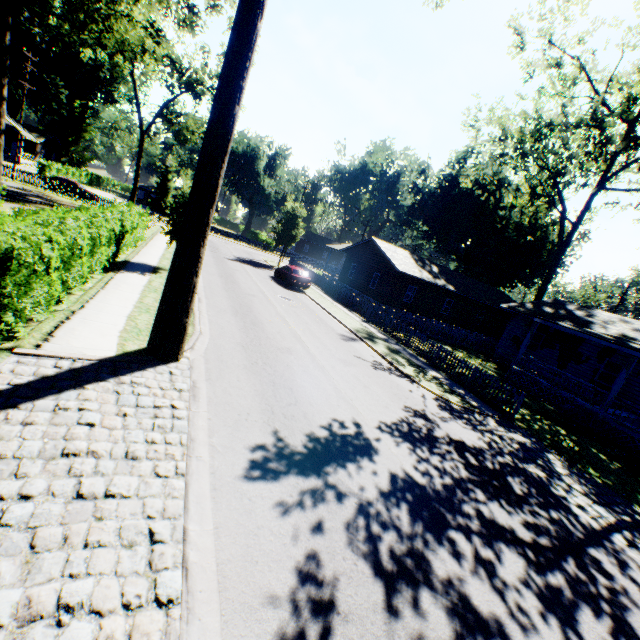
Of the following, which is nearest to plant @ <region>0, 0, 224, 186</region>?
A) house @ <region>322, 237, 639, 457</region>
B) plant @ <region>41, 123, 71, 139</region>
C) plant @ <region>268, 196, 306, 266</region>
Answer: house @ <region>322, 237, 639, 457</region>

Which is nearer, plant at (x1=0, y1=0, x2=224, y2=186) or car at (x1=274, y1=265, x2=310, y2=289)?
plant at (x1=0, y1=0, x2=224, y2=186)

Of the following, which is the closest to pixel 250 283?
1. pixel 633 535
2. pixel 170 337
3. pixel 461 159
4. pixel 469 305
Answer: pixel 170 337

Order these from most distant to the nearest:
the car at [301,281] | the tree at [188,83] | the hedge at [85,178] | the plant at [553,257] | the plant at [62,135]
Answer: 1. the plant at [62,135]
2. the hedge at [85,178]
3. the tree at [188,83]
4. the car at [301,281]
5. the plant at [553,257]

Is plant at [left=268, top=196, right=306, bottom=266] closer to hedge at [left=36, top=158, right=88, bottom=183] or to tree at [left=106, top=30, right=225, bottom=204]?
tree at [left=106, top=30, right=225, bottom=204]

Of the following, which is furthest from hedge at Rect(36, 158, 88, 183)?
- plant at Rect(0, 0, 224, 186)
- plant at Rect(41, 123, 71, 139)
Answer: plant at Rect(0, 0, 224, 186)

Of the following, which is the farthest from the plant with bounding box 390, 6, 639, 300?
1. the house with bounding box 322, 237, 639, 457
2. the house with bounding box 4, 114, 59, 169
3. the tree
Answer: the house with bounding box 4, 114, 59, 169

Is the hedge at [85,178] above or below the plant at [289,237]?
below
